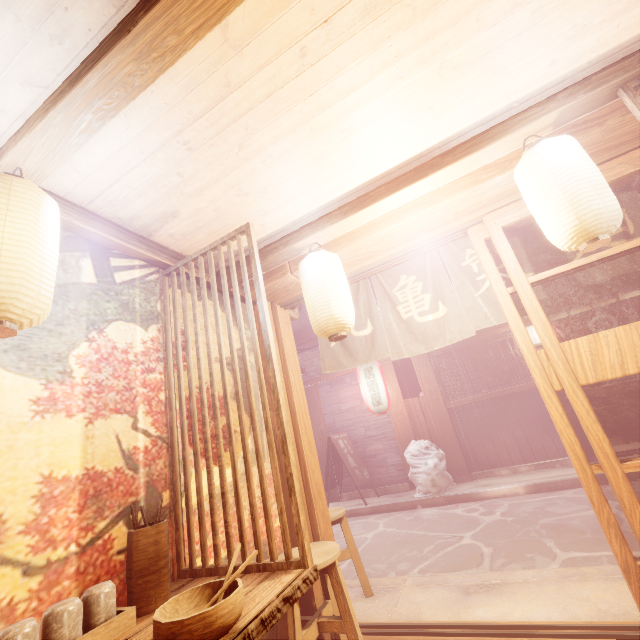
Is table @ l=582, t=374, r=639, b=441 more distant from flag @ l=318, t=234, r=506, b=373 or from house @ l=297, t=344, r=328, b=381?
house @ l=297, t=344, r=328, b=381

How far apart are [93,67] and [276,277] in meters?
3.5

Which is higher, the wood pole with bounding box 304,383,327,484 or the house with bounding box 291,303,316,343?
the house with bounding box 291,303,316,343

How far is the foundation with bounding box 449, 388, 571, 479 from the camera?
11.5m

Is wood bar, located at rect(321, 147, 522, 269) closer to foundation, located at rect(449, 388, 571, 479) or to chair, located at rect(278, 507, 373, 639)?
chair, located at rect(278, 507, 373, 639)

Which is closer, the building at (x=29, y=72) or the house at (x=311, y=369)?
the building at (x=29, y=72)

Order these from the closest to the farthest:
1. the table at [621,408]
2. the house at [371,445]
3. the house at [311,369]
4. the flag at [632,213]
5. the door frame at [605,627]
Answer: the door frame at [605,627]
the flag at [632,213]
the table at [621,408]
the house at [371,445]
the house at [311,369]

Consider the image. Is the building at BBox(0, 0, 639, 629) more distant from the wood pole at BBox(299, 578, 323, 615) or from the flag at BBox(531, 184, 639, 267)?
the flag at BBox(531, 184, 639, 267)
